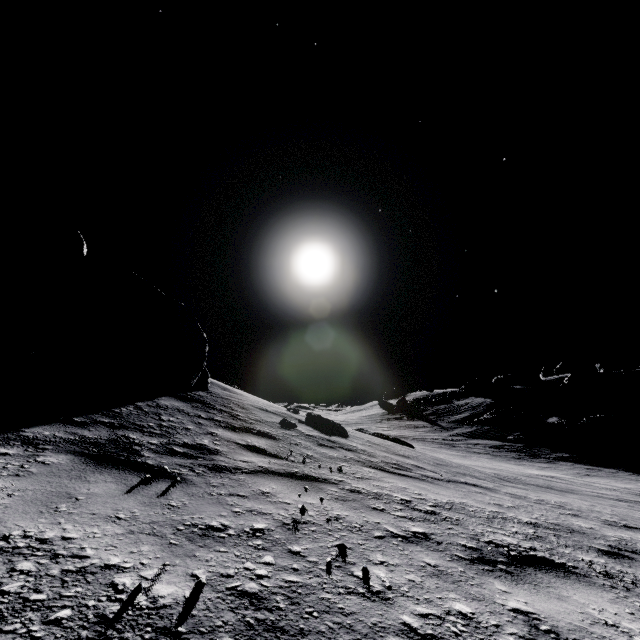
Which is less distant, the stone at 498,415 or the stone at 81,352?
the stone at 81,352

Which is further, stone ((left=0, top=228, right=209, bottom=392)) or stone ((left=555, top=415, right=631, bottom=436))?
stone ((left=555, top=415, right=631, bottom=436))

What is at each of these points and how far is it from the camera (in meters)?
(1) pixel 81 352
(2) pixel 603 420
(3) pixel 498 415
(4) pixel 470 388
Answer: (1) stone, 6.75
(2) stone, 29.56
(3) stone, 39.19
(4) stone, 55.84

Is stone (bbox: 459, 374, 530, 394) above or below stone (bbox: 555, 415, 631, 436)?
above

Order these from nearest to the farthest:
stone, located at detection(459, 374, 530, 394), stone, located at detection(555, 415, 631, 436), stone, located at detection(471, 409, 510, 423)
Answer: stone, located at detection(555, 415, 631, 436)
stone, located at detection(471, 409, 510, 423)
stone, located at detection(459, 374, 530, 394)

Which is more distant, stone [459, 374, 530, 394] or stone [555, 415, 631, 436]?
stone [459, 374, 530, 394]

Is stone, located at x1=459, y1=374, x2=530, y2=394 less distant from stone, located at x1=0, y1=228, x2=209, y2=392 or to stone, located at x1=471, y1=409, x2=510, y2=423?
stone, located at x1=471, y1=409, x2=510, y2=423

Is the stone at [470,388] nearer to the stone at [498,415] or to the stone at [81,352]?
the stone at [498,415]
